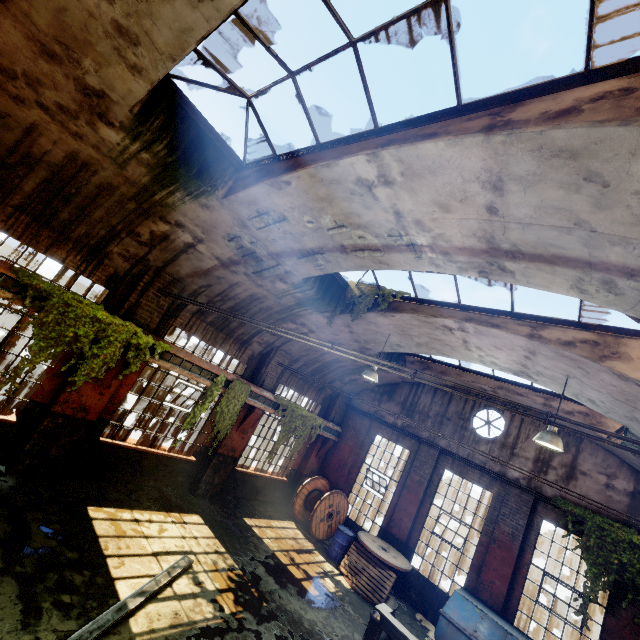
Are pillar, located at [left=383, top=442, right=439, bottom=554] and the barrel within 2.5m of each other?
yes

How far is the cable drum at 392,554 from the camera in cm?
992

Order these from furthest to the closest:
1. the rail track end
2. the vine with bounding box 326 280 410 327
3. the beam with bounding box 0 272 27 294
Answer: the vine with bounding box 326 280 410 327
the rail track end
the beam with bounding box 0 272 27 294

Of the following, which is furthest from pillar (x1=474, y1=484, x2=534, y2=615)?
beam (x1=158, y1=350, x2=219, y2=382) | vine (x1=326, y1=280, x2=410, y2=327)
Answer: beam (x1=158, y1=350, x2=219, y2=382)

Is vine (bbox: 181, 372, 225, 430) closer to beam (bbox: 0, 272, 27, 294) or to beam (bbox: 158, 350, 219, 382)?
beam (bbox: 158, 350, 219, 382)

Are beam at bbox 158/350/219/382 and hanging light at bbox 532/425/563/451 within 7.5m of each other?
no

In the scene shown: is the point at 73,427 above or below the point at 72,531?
above

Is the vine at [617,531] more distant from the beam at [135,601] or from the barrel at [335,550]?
the beam at [135,601]
